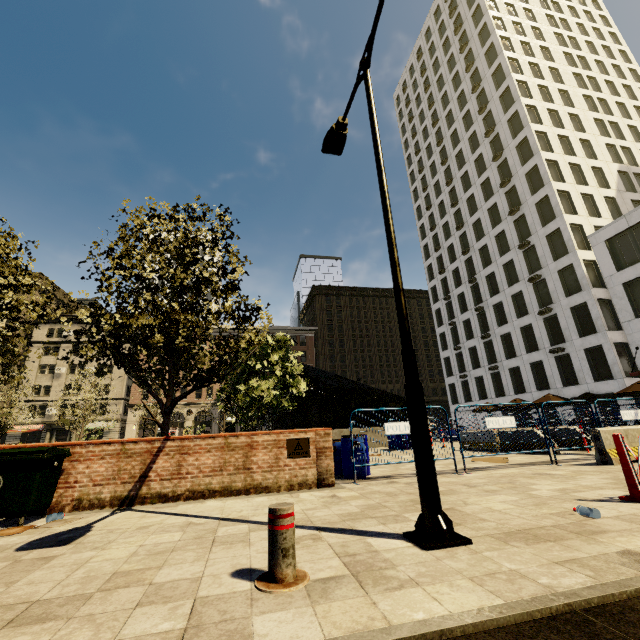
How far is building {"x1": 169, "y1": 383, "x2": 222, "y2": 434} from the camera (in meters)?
50.97

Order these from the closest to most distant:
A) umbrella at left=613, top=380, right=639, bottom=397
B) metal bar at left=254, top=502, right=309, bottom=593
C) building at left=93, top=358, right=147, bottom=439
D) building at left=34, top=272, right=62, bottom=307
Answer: metal bar at left=254, top=502, right=309, bottom=593, umbrella at left=613, top=380, right=639, bottom=397, building at left=93, top=358, right=147, bottom=439, building at left=34, top=272, right=62, bottom=307

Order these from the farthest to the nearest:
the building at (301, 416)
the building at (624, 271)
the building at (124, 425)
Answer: the building at (301, 416) < the building at (124, 425) < the building at (624, 271)

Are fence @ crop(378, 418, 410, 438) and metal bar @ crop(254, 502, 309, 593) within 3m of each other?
no

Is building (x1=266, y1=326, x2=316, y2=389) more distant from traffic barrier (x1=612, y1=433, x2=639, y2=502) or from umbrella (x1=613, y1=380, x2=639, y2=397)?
umbrella (x1=613, y1=380, x2=639, y2=397)

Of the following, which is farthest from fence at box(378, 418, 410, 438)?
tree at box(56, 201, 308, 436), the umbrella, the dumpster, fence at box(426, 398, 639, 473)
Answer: the umbrella

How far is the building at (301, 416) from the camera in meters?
55.1

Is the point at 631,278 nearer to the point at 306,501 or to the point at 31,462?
the point at 306,501
